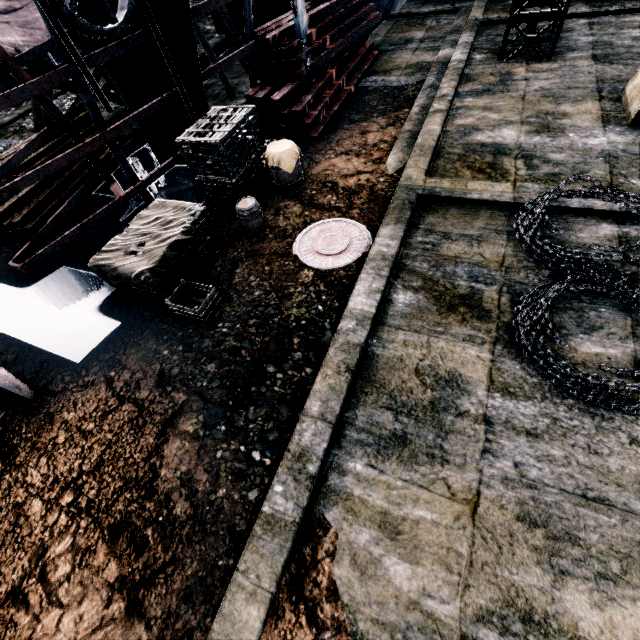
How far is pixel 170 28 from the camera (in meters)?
7.17

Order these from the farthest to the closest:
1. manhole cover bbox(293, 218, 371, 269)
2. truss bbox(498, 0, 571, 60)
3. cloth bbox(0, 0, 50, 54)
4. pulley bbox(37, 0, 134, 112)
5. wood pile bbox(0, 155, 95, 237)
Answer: →
1. cloth bbox(0, 0, 50, 54)
2. truss bbox(498, 0, 571, 60)
3. wood pile bbox(0, 155, 95, 237)
4. manhole cover bbox(293, 218, 371, 269)
5. pulley bbox(37, 0, 134, 112)

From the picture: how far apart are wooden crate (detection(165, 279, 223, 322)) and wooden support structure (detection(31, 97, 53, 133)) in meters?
7.1

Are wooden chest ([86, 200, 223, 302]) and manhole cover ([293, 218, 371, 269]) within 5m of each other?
yes

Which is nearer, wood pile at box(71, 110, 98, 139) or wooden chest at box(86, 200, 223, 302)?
wooden chest at box(86, 200, 223, 302)

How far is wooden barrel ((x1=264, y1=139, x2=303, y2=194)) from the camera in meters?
7.9 m

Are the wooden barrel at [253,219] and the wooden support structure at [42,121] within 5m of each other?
no

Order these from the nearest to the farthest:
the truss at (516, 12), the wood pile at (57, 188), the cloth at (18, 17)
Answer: the wood pile at (57, 188)
the truss at (516, 12)
the cloth at (18, 17)
